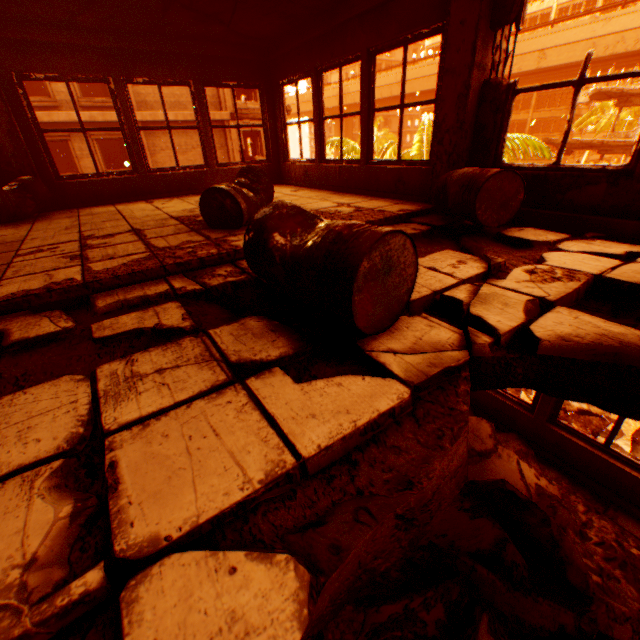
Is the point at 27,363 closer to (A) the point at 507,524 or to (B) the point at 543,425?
(A) the point at 507,524

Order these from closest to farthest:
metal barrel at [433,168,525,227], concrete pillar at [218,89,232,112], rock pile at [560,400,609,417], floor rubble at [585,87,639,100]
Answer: metal barrel at [433,168,525,227] → rock pile at [560,400,609,417] → concrete pillar at [218,89,232,112] → floor rubble at [585,87,639,100]

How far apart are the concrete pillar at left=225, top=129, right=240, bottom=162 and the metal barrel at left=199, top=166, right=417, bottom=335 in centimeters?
2000cm

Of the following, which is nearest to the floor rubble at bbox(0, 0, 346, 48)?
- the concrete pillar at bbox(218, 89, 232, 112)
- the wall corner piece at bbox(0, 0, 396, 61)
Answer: the wall corner piece at bbox(0, 0, 396, 61)

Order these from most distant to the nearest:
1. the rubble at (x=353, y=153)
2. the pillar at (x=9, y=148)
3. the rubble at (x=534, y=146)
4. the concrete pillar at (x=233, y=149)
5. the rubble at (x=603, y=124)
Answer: the rubble at (x=603, y=124)
the concrete pillar at (x=233, y=149)
the rubble at (x=353, y=153)
the rubble at (x=534, y=146)
the pillar at (x=9, y=148)

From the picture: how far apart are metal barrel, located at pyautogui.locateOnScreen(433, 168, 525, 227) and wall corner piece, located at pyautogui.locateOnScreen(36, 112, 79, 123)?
18.1m

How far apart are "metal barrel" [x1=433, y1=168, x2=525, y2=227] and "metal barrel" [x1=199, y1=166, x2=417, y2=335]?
1.8 meters

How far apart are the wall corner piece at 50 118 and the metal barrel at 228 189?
18.8m
